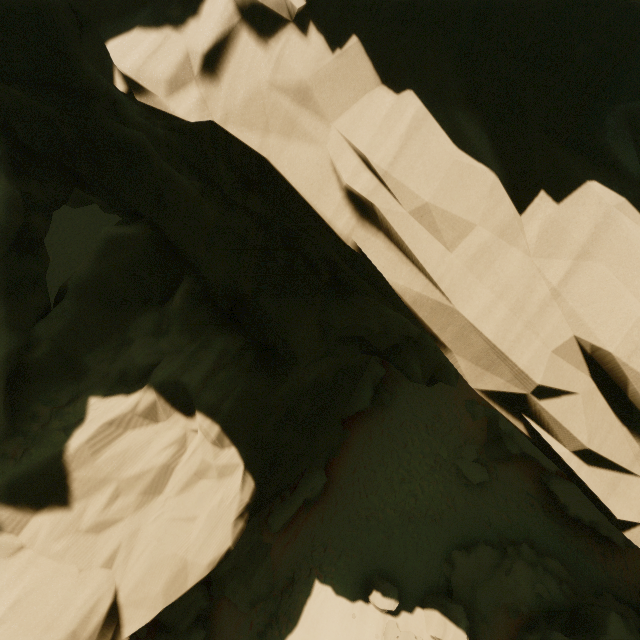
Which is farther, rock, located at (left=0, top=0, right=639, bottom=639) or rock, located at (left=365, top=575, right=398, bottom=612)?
rock, located at (left=365, top=575, right=398, bottom=612)

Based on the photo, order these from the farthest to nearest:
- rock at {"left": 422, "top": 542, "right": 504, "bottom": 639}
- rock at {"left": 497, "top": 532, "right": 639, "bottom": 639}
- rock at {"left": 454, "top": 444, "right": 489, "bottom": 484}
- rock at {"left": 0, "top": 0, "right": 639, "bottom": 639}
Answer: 1. rock at {"left": 454, "top": 444, "right": 489, "bottom": 484}
2. rock at {"left": 422, "top": 542, "right": 504, "bottom": 639}
3. rock at {"left": 497, "top": 532, "right": 639, "bottom": 639}
4. rock at {"left": 0, "top": 0, "right": 639, "bottom": 639}

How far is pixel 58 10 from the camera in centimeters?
634cm

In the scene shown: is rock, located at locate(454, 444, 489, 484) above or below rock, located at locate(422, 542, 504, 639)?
below

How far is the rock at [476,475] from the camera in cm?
1795

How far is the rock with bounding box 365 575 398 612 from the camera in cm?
1305
